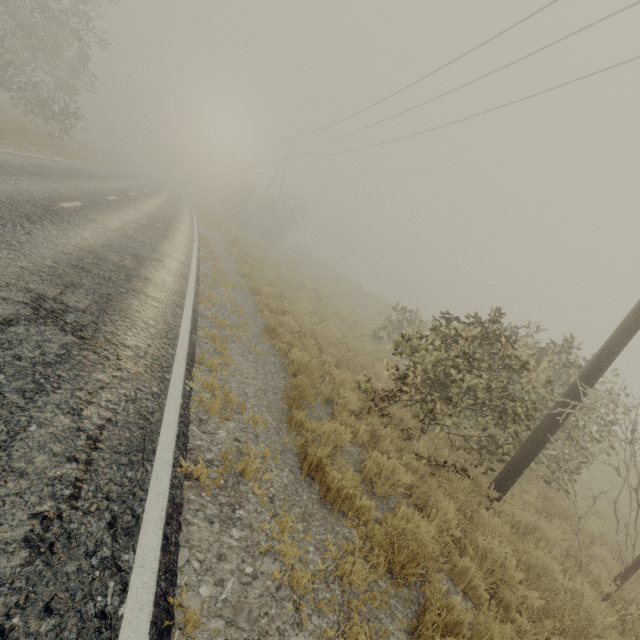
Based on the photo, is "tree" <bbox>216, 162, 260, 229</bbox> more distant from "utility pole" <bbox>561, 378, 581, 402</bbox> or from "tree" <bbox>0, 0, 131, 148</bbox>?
"utility pole" <bbox>561, 378, 581, 402</bbox>

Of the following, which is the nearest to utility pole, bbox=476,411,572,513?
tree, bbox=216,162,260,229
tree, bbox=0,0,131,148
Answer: tree, bbox=0,0,131,148

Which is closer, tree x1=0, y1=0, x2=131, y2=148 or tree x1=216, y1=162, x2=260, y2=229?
tree x1=0, y1=0, x2=131, y2=148

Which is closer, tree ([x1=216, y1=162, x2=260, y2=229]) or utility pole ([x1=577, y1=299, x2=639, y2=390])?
utility pole ([x1=577, y1=299, x2=639, y2=390])

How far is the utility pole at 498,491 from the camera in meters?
5.6

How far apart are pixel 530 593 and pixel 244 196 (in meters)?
43.47

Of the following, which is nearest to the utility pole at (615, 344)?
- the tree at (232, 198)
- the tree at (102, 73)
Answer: the tree at (102, 73)
